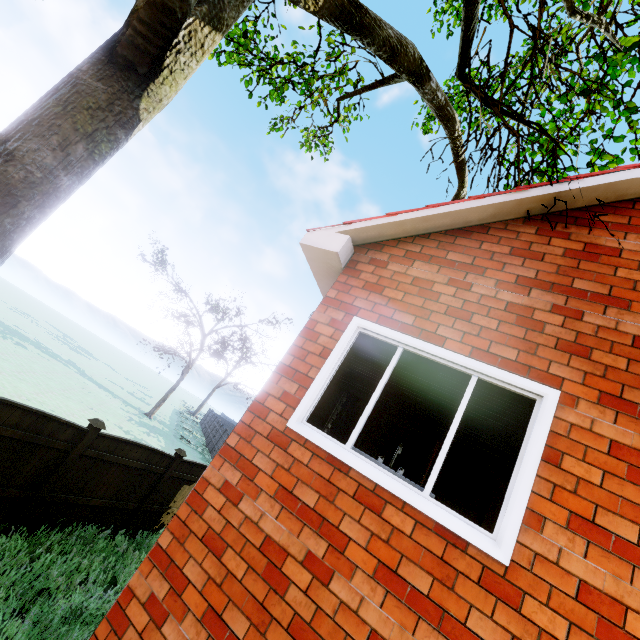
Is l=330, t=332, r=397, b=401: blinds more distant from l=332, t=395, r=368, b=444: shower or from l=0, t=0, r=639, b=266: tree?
l=0, t=0, r=639, b=266: tree

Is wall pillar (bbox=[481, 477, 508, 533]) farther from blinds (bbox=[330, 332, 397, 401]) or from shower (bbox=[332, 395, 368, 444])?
blinds (bbox=[330, 332, 397, 401])

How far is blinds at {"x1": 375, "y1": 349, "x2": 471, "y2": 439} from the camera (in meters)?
2.98

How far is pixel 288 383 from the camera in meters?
3.5 m

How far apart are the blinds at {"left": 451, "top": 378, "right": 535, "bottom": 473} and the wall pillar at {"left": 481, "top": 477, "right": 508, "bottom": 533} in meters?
5.8 m

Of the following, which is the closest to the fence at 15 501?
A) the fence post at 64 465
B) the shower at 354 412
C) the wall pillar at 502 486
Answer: the fence post at 64 465

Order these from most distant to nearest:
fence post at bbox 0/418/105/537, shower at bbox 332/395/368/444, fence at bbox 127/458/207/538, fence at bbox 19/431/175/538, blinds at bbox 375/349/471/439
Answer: fence at bbox 127/458/207/538 < fence at bbox 19/431/175/538 < fence post at bbox 0/418/105/537 < shower at bbox 332/395/368/444 < blinds at bbox 375/349/471/439

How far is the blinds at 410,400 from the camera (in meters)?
2.98
